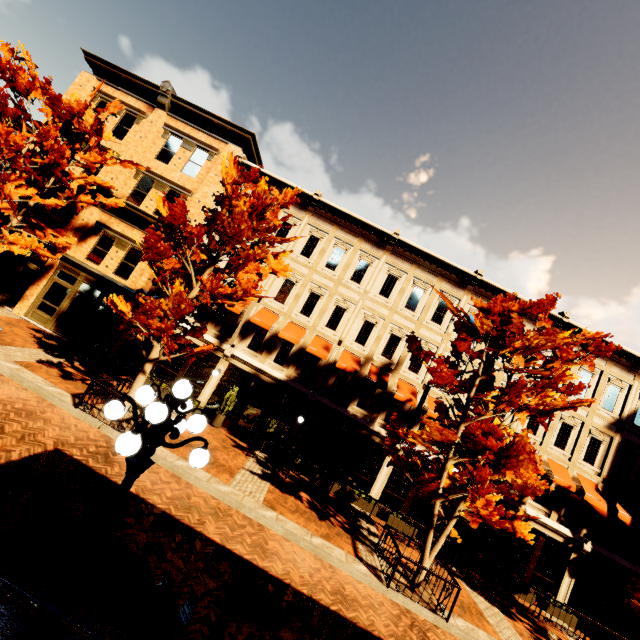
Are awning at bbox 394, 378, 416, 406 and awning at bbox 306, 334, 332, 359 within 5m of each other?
yes

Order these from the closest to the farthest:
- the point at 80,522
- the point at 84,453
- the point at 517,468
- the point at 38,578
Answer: the point at 38,578
the point at 80,522
the point at 84,453
the point at 517,468

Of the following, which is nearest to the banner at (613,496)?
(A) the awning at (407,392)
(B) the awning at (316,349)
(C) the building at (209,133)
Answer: (C) the building at (209,133)

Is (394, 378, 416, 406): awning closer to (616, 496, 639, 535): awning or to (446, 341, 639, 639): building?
(446, 341, 639, 639): building

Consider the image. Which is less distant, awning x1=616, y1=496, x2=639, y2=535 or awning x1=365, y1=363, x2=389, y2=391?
awning x1=616, y1=496, x2=639, y2=535

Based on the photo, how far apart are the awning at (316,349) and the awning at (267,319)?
2.1 meters

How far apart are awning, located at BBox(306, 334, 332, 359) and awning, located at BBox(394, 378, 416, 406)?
3.9 meters

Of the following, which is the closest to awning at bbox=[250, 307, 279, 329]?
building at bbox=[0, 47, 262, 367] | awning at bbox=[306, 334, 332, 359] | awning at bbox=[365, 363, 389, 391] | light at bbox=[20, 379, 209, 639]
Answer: building at bbox=[0, 47, 262, 367]
